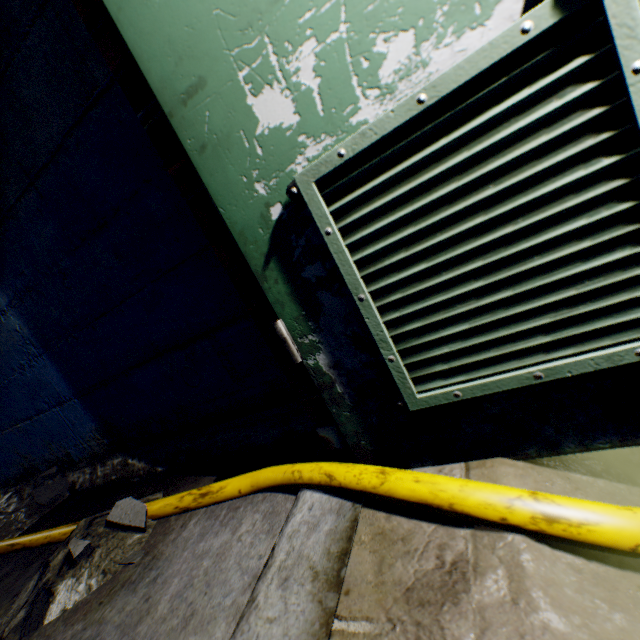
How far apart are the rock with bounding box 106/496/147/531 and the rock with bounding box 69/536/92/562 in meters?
0.2 m

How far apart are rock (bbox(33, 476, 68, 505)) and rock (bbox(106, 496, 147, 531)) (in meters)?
1.40

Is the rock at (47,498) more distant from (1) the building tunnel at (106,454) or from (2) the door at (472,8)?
(2) the door at (472,8)

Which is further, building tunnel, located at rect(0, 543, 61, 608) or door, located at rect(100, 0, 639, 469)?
building tunnel, located at rect(0, 543, 61, 608)

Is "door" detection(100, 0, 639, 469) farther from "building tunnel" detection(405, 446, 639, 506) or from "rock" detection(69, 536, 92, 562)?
"rock" detection(69, 536, 92, 562)

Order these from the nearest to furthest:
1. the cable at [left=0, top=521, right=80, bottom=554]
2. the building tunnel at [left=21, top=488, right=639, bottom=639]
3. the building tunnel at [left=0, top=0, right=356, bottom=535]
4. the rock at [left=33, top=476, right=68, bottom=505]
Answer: the building tunnel at [left=21, top=488, right=639, bottom=639] < the building tunnel at [left=0, top=0, right=356, bottom=535] < the cable at [left=0, top=521, right=80, bottom=554] < the rock at [left=33, top=476, right=68, bottom=505]

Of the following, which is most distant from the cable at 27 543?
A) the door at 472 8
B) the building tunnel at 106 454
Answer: the door at 472 8

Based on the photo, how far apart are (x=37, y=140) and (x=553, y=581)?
2.2m
